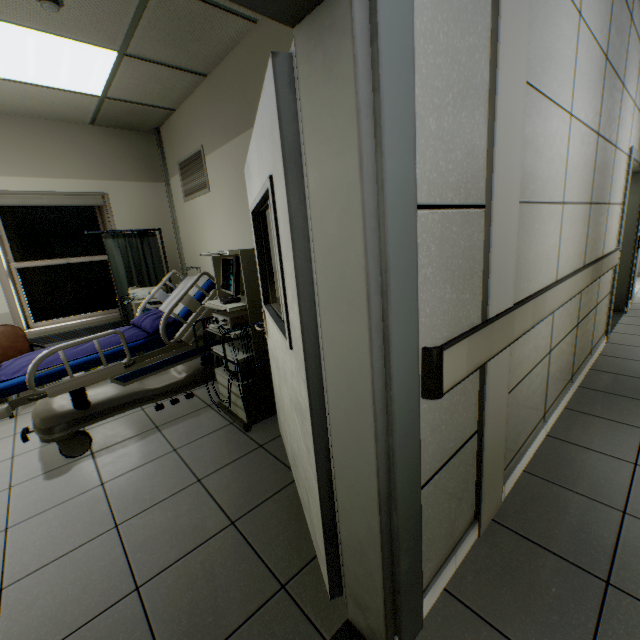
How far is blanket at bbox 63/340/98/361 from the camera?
2.5m

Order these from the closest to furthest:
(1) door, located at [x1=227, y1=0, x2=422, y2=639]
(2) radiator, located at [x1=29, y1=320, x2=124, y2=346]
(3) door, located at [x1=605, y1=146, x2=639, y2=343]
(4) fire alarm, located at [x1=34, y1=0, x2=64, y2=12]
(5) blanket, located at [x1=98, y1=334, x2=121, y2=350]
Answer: (1) door, located at [x1=227, y1=0, x2=422, y2=639], (4) fire alarm, located at [x1=34, y1=0, x2=64, y2=12], (5) blanket, located at [x1=98, y1=334, x2=121, y2=350], (3) door, located at [x1=605, y1=146, x2=639, y2=343], (2) radiator, located at [x1=29, y1=320, x2=124, y2=346]

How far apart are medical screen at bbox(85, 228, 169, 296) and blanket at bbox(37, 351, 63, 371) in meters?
1.4

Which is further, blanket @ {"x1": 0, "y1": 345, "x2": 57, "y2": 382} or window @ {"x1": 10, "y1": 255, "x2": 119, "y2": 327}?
window @ {"x1": 10, "y1": 255, "x2": 119, "y2": 327}

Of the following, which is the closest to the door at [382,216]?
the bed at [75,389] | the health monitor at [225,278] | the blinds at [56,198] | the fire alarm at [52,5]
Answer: the health monitor at [225,278]

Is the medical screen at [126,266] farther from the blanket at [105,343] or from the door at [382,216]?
the door at [382,216]

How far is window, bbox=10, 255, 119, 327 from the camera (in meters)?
4.20

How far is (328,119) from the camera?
0.80m
